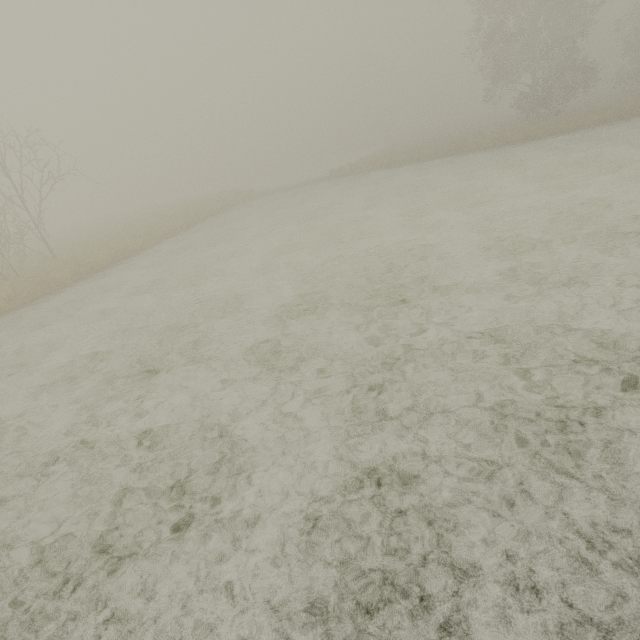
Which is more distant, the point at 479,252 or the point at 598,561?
the point at 479,252
